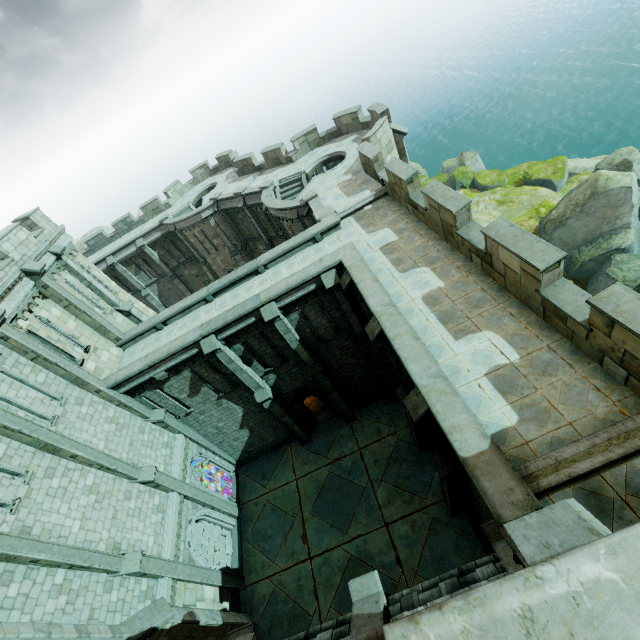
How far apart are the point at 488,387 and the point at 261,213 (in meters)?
23.79

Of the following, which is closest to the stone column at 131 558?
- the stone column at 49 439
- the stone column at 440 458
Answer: the stone column at 49 439

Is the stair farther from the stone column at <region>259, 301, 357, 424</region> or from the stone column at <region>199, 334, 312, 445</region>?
the stone column at <region>259, 301, 357, 424</region>

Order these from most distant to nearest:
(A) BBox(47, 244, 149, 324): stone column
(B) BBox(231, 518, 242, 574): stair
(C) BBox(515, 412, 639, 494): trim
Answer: (B) BBox(231, 518, 242, 574): stair, (A) BBox(47, 244, 149, 324): stone column, (C) BBox(515, 412, 639, 494): trim

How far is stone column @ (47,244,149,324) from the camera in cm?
1667

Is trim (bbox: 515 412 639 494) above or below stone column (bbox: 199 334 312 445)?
above

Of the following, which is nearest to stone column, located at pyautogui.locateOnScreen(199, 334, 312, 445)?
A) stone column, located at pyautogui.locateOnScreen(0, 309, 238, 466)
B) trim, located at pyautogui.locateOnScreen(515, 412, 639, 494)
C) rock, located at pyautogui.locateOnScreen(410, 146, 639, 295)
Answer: stone column, located at pyautogui.locateOnScreen(0, 309, 238, 466)

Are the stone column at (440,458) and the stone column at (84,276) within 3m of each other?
no
